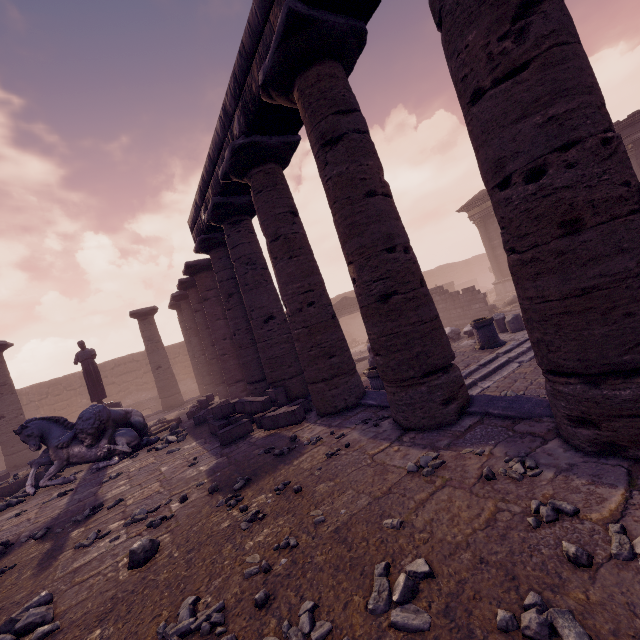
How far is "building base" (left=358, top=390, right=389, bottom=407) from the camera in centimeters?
565cm

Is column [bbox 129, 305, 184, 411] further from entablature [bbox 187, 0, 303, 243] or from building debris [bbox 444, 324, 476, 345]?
building debris [bbox 444, 324, 476, 345]

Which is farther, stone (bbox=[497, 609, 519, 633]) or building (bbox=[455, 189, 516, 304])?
building (bbox=[455, 189, 516, 304])

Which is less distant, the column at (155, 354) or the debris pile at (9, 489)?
the debris pile at (9, 489)

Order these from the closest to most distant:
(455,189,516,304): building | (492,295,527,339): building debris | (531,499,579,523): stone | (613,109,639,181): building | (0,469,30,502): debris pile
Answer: (531,499,579,523): stone → (0,469,30,502): debris pile → (492,295,527,339): building debris → (613,109,639,181): building → (455,189,516,304): building

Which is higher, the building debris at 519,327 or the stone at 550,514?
the stone at 550,514

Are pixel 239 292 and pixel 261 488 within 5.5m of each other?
no

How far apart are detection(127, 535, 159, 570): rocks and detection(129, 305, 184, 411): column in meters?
14.6 m
